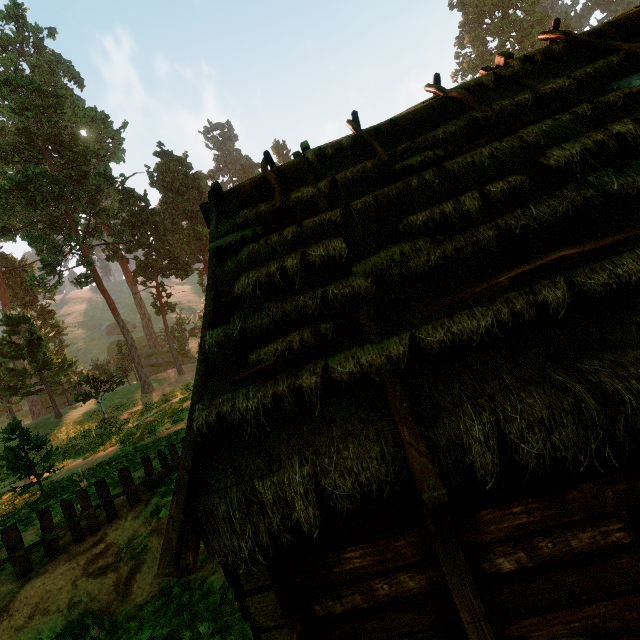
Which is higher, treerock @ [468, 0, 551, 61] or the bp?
treerock @ [468, 0, 551, 61]

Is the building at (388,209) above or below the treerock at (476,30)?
below

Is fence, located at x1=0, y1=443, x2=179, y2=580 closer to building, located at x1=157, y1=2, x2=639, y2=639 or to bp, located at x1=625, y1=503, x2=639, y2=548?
building, located at x1=157, y1=2, x2=639, y2=639

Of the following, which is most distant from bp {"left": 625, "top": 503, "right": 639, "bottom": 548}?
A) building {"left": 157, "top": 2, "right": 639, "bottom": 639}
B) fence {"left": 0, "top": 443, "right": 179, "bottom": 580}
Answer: fence {"left": 0, "top": 443, "right": 179, "bottom": 580}

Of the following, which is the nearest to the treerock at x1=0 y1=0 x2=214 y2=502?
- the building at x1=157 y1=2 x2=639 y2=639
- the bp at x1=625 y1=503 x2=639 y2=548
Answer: the building at x1=157 y1=2 x2=639 y2=639

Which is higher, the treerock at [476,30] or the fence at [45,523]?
the treerock at [476,30]

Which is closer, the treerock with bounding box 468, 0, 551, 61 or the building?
the building

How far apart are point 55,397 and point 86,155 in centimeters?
2754cm
